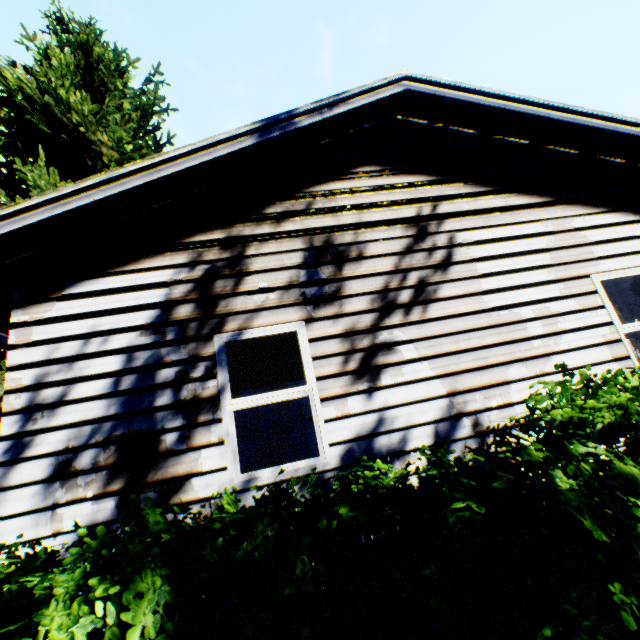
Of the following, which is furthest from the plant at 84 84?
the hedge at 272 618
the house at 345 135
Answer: the hedge at 272 618

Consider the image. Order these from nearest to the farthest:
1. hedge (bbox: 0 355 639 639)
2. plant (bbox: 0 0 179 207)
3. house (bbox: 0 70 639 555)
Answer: hedge (bbox: 0 355 639 639), house (bbox: 0 70 639 555), plant (bbox: 0 0 179 207)

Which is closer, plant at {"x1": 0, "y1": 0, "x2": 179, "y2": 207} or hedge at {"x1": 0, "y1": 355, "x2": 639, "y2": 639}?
hedge at {"x1": 0, "y1": 355, "x2": 639, "y2": 639}

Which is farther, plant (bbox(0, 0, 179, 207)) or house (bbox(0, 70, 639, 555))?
plant (bbox(0, 0, 179, 207))

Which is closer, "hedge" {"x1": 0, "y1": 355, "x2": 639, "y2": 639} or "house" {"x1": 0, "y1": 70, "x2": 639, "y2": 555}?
"hedge" {"x1": 0, "y1": 355, "x2": 639, "y2": 639}

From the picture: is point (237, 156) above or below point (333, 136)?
below

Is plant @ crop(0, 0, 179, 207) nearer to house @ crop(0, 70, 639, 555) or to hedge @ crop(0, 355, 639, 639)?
house @ crop(0, 70, 639, 555)

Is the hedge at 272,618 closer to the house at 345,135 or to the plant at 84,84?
the house at 345,135
